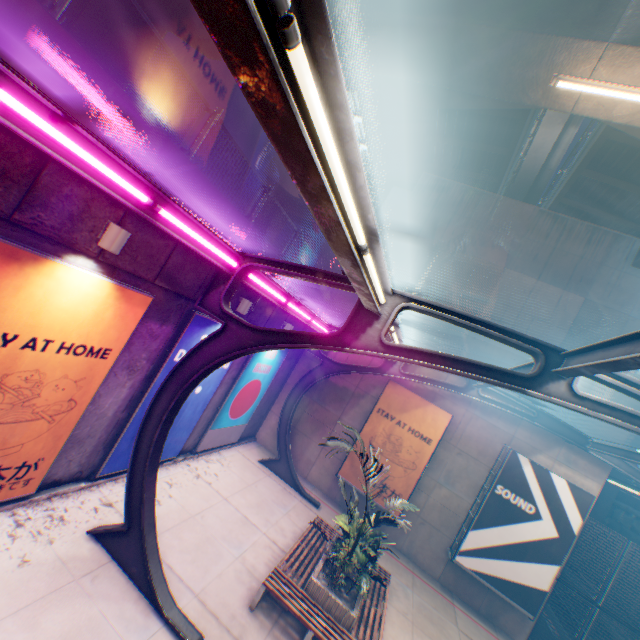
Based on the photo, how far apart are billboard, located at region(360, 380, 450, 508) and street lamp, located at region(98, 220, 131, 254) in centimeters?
1049cm

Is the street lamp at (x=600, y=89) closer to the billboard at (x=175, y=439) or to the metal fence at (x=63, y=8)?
the metal fence at (x=63, y=8)

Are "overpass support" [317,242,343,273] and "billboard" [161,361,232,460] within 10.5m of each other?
no

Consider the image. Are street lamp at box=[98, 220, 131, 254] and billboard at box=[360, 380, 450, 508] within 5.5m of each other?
no

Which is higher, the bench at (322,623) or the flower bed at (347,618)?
the flower bed at (347,618)

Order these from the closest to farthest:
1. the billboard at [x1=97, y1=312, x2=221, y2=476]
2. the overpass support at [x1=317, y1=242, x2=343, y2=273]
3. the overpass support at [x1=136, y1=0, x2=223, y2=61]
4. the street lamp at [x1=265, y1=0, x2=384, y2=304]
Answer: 1. the street lamp at [x1=265, y1=0, x2=384, y2=304]
2. the billboard at [x1=97, y1=312, x2=221, y2=476]
3. the overpass support at [x1=136, y1=0, x2=223, y2=61]
4. the overpass support at [x1=317, y1=242, x2=343, y2=273]

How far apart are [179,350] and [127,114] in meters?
4.8 m

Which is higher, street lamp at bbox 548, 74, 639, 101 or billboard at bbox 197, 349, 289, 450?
street lamp at bbox 548, 74, 639, 101
